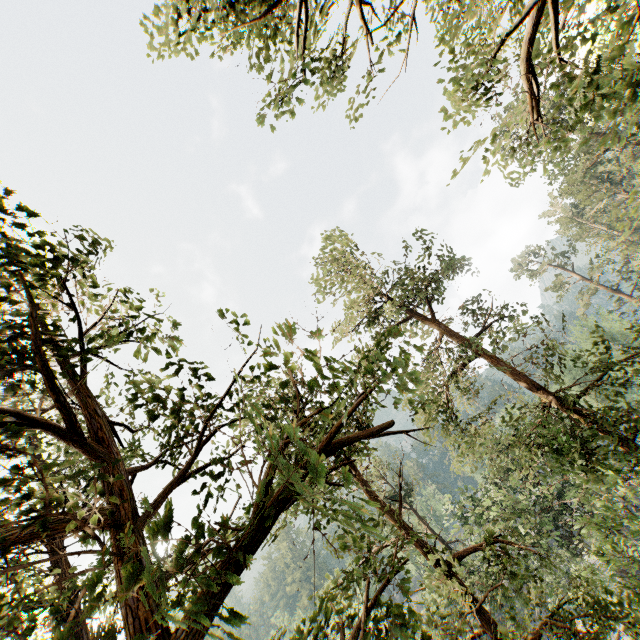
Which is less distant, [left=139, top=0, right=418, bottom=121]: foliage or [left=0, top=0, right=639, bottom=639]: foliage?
[left=0, top=0, right=639, bottom=639]: foliage

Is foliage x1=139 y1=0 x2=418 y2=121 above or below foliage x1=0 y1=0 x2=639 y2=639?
above

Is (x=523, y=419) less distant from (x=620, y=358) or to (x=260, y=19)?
(x=260, y=19)

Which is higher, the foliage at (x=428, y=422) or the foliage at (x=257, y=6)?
the foliage at (x=257, y=6)

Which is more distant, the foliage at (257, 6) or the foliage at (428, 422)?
the foliage at (257, 6)
